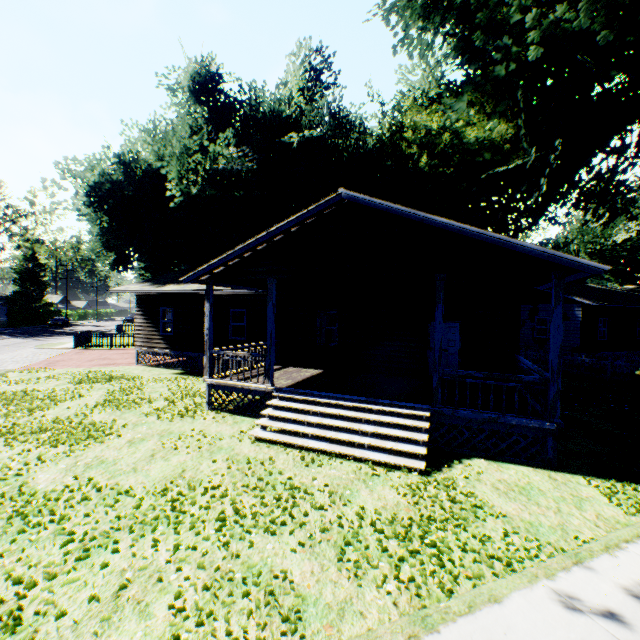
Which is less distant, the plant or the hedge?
the plant

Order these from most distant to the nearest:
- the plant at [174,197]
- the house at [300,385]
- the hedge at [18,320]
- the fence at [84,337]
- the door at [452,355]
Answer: the hedge at [18,320] < the fence at [84,337] < the plant at [174,197] < the door at [452,355] < the house at [300,385]

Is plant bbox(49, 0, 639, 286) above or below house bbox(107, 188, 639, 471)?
above

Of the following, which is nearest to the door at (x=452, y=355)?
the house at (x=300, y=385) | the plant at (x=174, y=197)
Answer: the house at (x=300, y=385)

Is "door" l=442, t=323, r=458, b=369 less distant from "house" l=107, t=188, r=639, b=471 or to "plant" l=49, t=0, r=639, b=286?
"house" l=107, t=188, r=639, b=471

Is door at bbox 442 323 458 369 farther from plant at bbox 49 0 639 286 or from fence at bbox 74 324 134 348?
fence at bbox 74 324 134 348

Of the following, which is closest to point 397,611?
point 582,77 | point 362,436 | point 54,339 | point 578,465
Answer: point 362,436

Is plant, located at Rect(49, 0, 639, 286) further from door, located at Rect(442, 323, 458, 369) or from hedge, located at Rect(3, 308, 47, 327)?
door, located at Rect(442, 323, 458, 369)
